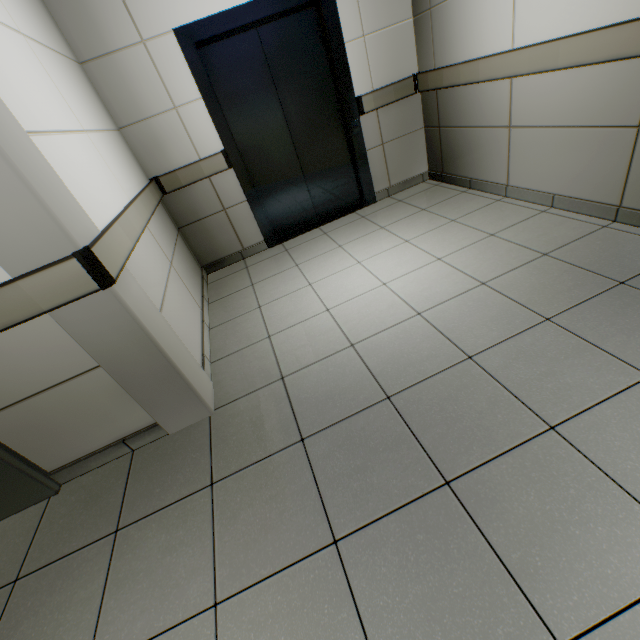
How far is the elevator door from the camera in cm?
308

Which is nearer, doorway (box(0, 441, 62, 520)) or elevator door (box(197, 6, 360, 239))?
doorway (box(0, 441, 62, 520))

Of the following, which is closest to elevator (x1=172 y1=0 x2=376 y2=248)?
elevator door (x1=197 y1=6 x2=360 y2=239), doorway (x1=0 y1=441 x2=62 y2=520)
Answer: elevator door (x1=197 y1=6 x2=360 y2=239)

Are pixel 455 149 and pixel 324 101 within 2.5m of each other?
yes

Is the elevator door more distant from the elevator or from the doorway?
the doorway

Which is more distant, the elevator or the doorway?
the elevator

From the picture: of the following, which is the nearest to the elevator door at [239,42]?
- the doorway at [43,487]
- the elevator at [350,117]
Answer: the elevator at [350,117]
